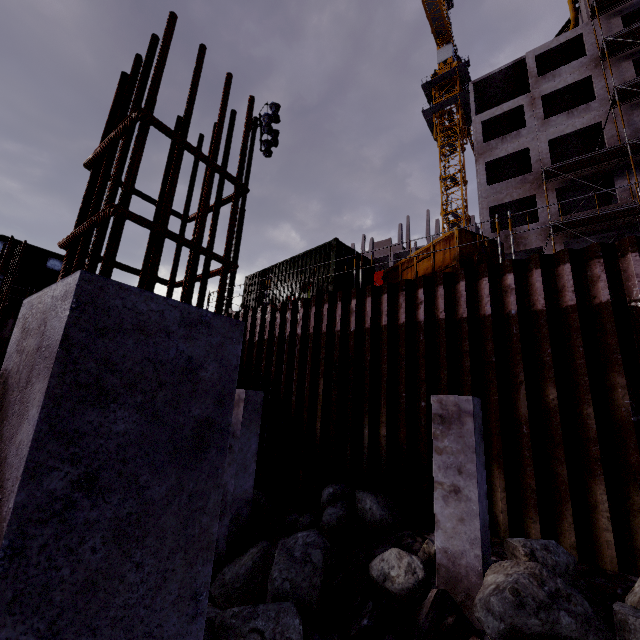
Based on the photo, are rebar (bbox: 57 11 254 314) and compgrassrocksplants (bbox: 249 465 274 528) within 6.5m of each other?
no

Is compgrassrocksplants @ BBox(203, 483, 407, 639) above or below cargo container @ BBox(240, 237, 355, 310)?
below

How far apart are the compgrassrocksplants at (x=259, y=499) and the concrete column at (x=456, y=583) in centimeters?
458cm

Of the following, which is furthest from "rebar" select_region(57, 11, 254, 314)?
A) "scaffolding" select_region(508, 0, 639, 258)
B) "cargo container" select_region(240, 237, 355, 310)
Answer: "cargo container" select_region(240, 237, 355, 310)

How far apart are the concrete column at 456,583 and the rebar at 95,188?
4.4 meters

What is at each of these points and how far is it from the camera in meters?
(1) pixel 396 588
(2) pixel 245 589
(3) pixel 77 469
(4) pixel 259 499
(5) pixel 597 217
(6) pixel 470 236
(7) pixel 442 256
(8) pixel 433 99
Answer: (1) compgrassrocksplants, 4.5 m
(2) compgrassrocksplants, 5.6 m
(3) concrete column, 0.9 m
(4) compgrassrocksplants, 7.9 m
(5) scaffolding, 18.8 m
(6) dumpster, 9.2 m
(7) dumpster, 9.5 m
(8) tower crane, 41.2 m

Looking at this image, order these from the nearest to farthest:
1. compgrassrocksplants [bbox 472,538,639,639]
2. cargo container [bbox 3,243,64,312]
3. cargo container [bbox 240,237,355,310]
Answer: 1. compgrassrocksplants [bbox 472,538,639,639]
2. cargo container [bbox 240,237,355,310]
3. cargo container [bbox 3,243,64,312]

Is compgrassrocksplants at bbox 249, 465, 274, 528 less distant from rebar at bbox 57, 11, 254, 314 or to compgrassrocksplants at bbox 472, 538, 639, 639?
compgrassrocksplants at bbox 472, 538, 639, 639
